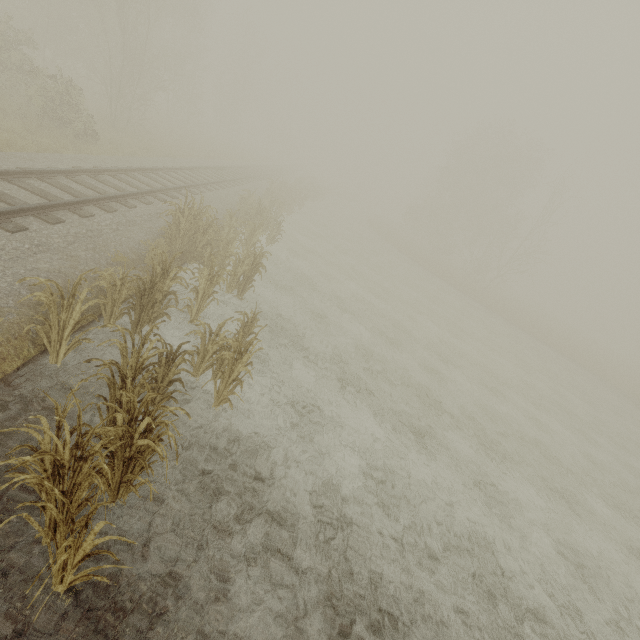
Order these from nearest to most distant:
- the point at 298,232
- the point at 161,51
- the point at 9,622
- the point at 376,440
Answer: the point at 9,622 → the point at 376,440 → the point at 298,232 → the point at 161,51

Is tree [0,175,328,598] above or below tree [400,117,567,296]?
below

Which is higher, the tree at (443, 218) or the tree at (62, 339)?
the tree at (443, 218)

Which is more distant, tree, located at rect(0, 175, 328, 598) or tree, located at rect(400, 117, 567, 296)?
tree, located at rect(400, 117, 567, 296)

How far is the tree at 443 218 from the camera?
34.8 meters

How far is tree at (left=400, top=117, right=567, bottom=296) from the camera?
34.78m
